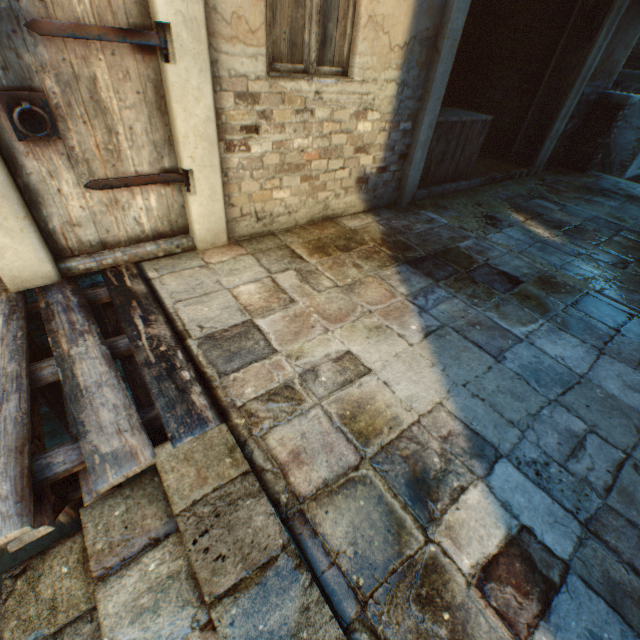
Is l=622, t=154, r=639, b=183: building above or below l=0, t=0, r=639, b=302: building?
below

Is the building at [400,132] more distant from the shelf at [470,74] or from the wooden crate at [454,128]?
the shelf at [470,74]

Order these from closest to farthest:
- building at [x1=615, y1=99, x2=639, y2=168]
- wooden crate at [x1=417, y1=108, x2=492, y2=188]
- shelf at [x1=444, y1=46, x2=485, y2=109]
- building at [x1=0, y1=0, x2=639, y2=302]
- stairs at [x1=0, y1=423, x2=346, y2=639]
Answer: stairs at [x1=0, y1=423, x2=346, y2=639]
building at [x1=0, y1=0, x2=639, y2=302]
wooden crate at [x1=417, y1=108, x2=492, y2=188]
shelf at [x1=444, y1=46, x2=485, y2=109]
building at [x1=615, y1=99, x2=639, y2=168]

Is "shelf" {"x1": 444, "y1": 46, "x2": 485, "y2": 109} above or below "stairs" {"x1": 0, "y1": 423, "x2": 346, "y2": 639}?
above

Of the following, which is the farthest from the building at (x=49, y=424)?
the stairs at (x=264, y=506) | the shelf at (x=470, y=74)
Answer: the shelf at (x=470, y=74)

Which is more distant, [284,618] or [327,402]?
[327,402]

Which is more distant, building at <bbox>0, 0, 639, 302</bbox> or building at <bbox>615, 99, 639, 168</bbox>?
building at <bbox>615, 99, 639, 168</bbox>

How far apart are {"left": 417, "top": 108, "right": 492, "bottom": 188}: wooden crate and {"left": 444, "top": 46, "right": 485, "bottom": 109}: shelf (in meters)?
1.45
